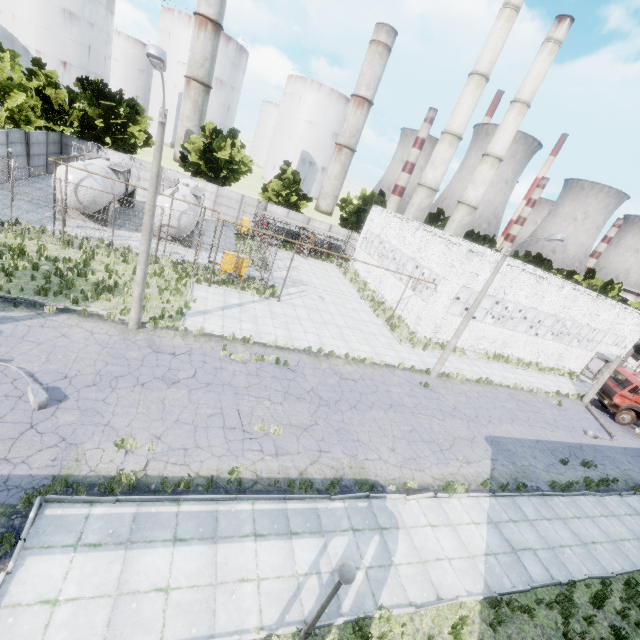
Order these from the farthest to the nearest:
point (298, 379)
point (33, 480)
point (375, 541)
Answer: point (298, 379)
point (375, 541)
point (33, 480)

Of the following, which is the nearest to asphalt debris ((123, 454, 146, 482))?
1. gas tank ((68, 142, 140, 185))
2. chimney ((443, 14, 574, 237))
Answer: gas tank ((68, 142, 140, 185))

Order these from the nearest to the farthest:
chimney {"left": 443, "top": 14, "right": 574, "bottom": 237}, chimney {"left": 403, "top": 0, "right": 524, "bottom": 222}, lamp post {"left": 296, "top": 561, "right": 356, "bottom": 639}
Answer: lamp post {"left": 296, "top": 561, "right": 356, "bottom": 639}, chimney {"left": 403, "top": 0, "right": 524, "bottom": 222}, chimney {"left": 443, "top": 14, "right": 574, "bottom": 237}

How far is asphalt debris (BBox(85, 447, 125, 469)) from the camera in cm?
875

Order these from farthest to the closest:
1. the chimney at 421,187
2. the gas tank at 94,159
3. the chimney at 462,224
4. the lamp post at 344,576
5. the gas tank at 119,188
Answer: the chimney at 462,224 → the chimney at 421,187 → the gas tank at 94,159 → the gas tank at 119,188 → the lamp post at 344,576

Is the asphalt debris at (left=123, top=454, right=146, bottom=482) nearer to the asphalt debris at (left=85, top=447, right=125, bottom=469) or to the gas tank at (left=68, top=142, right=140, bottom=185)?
the asphalt debris at (left=85, top=447, right=125, bottom=469)

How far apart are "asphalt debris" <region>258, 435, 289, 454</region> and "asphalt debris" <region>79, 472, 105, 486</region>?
3.1 meters

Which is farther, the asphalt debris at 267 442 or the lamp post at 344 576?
the asphalt debris at 267 442
